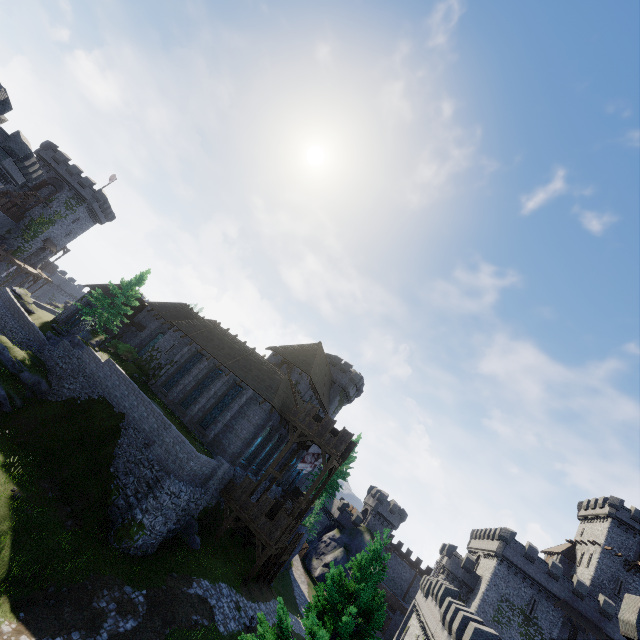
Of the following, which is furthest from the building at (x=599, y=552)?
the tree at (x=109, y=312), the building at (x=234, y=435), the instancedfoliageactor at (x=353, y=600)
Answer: the tree at (x=109, y=312)

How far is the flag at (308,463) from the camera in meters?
28.9

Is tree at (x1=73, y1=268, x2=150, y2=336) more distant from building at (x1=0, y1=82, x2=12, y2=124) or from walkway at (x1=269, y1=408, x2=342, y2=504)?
walkway at (x1=269, y1=408, x2=342, y2=504)

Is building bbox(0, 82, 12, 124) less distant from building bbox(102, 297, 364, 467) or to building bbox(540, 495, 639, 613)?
building bbox(102, 297, 364, 467)

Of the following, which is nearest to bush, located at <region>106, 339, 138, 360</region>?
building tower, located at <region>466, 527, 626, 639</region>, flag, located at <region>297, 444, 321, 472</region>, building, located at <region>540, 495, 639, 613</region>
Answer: flag, located at <region>297, 444, 321, 472</region>

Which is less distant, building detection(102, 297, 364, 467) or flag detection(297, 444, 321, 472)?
building detection(102, 297, 364, 467)

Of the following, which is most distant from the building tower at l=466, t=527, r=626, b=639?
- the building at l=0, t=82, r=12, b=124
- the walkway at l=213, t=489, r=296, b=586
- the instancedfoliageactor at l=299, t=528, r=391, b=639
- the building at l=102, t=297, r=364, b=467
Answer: the building at l=0, t=82, r=12, b=124

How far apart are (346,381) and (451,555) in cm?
3234
